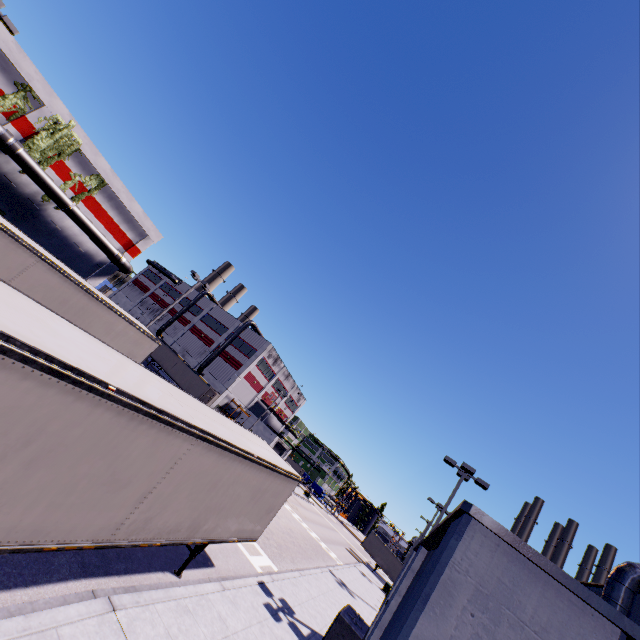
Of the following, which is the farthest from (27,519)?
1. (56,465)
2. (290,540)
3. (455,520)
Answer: (290,540)

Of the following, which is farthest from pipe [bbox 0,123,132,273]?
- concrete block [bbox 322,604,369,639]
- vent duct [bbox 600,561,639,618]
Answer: vent duct [bbox 600,561,639,618]

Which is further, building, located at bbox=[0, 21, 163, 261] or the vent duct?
building, located at bbox=[0, 21, 163, 261]

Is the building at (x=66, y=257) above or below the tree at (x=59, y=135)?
below

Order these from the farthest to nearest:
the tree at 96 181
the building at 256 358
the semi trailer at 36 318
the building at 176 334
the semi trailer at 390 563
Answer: the building at 176 334
the building at 256 358
the semi trailer at 390 563
the tree at 96 181
the semi trailer at 36 318

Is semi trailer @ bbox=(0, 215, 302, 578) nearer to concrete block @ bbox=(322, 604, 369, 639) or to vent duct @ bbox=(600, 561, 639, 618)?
concrete block @ bbox=(322, 604, 369, 639)

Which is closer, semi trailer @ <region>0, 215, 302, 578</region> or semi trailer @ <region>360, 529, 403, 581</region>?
semi trailer @ <region>0, 215, 302, 578</region>

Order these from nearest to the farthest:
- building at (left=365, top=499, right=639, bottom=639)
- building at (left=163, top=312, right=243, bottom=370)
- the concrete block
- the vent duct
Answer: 1. building at (left=365, top=499, right=639, bottom=639)
2. the concrete block
3. the vent duct
4. building at (left=163, top=312, right=243, bottom=370)
